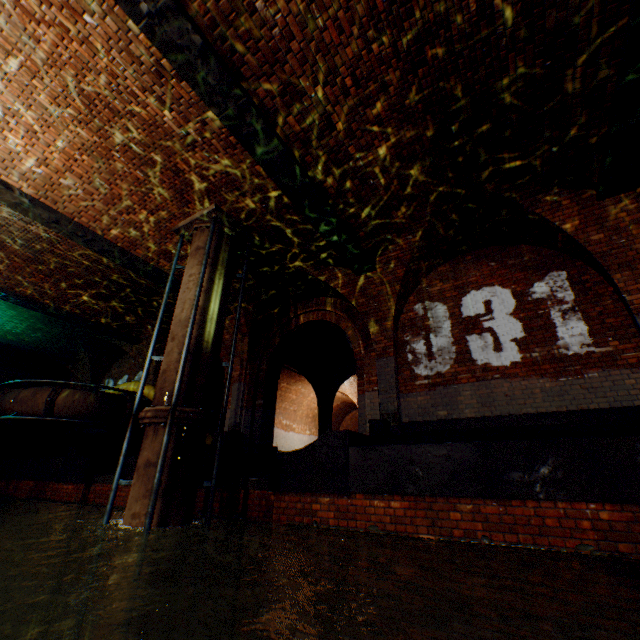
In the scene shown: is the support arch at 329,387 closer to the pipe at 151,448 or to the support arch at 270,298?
the support arch at 270,298

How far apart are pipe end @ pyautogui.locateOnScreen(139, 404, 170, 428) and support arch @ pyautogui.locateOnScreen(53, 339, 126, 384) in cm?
1059

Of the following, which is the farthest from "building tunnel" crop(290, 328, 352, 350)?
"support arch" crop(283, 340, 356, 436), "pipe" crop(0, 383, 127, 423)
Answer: "pipe" crop(0, 383, 127, 423)

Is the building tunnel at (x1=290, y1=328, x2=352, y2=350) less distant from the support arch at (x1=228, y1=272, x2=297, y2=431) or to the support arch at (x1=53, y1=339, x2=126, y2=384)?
the support arch at (x1=228, y1=272, x2=297, y2=431)

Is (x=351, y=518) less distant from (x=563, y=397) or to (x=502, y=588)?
(x=502, y=588)

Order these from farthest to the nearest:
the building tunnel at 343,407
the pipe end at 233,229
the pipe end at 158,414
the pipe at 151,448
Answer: the building tunnel at 343,407
the pipe end at 233,229
the pipe end at 158,414
the pipe at 151,448

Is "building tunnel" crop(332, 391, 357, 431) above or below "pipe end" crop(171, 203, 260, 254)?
below

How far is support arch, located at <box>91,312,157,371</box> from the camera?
11.9m
